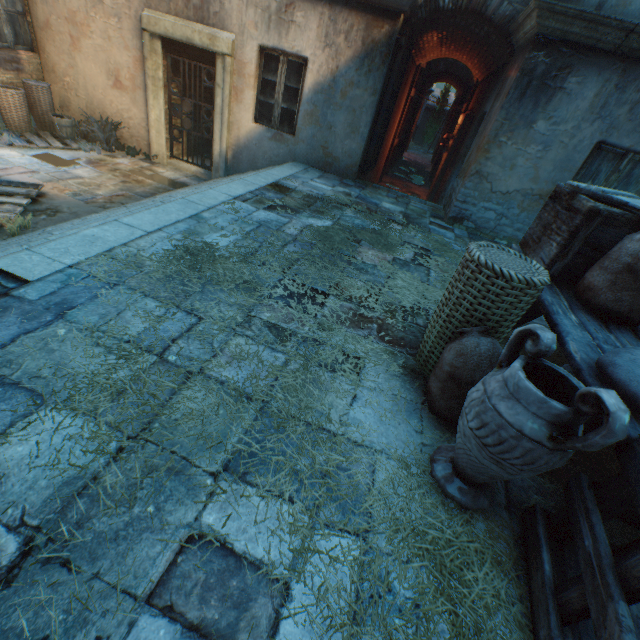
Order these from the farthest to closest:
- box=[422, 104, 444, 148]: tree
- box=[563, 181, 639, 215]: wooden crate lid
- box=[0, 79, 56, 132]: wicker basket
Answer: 1. box=[422, 104, 444, 148]: tree
2. box=[0, 79, 56, 132]: wicker basket
3. box=[563, 181, 639, 215]: wooden crate lid

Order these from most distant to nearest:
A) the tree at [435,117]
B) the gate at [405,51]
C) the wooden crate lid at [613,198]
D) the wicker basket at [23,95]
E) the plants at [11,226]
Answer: the tree at [435,117] → the wicker basket at [23,95] → the gate at [405,51] → the plants at [11,226] → the wooden crate lid at [613,198]

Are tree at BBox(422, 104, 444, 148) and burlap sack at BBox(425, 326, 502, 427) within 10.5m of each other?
no

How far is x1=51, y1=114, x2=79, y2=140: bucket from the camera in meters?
7.2 m

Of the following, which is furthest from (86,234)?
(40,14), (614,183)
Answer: (40,14)

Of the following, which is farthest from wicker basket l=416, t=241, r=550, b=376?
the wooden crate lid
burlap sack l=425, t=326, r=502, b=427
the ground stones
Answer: the ground stones

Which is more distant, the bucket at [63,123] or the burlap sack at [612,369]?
the bucket at [63,123]

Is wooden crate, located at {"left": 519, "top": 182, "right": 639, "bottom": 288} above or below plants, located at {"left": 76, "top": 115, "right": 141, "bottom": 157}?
above
